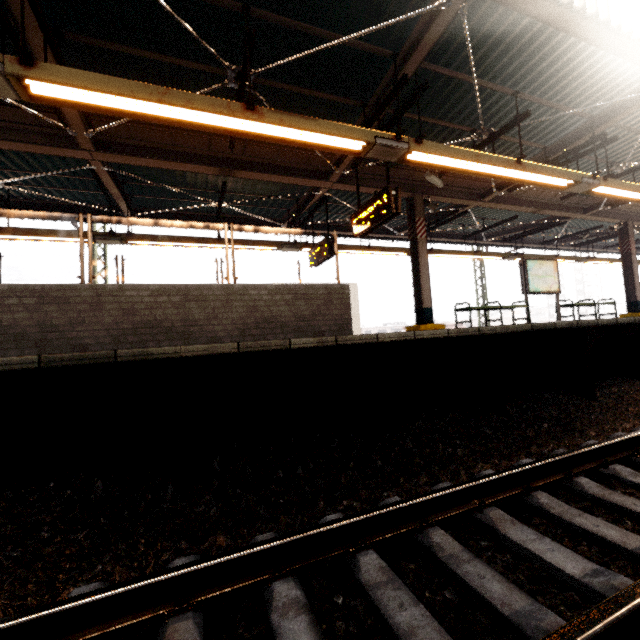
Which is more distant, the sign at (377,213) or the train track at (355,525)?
the sign at (377,213)

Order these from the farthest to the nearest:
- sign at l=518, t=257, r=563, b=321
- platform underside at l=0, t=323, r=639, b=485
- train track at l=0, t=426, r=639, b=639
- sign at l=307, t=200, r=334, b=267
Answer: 1. sign at l=518, t=257, r=563, b=321
2. sign at l=307, t=200, r=334, b=267
3. platform underside at l=0, t=323, r=639, b=485
4. train track at l=0, t=426, r=639, b=639

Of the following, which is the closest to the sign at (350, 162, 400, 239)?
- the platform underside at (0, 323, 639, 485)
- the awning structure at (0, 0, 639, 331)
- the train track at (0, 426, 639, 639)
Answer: the awning structure at (0, 0, 639, 331)

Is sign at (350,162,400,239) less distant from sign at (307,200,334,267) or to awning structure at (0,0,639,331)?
awning structure at (0,0,639,331)

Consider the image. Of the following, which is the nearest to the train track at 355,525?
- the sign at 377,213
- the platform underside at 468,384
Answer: the platform underside at 468,384

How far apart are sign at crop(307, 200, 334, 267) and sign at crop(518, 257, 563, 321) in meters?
6.0

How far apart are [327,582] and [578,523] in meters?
1.7 m

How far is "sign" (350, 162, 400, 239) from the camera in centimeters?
583cm
